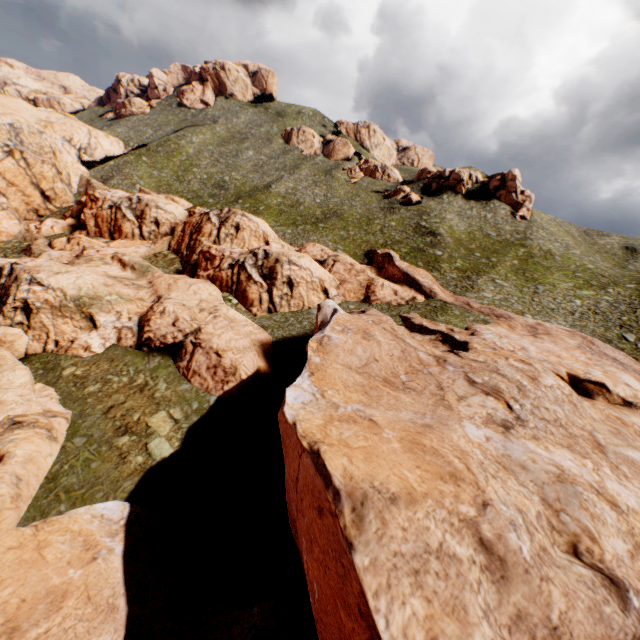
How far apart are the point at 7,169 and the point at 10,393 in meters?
50.6 m
